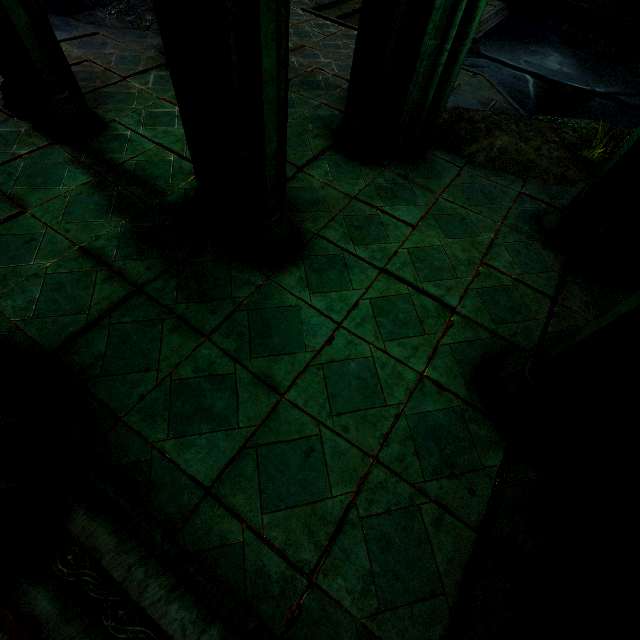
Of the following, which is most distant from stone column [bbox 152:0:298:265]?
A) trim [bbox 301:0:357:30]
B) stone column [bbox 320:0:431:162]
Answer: trim [bbox 301:0:357:30]

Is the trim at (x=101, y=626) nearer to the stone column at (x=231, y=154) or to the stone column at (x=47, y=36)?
the stone column at (x=231, y=154)

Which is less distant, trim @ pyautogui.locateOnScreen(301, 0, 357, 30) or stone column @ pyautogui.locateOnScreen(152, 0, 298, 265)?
stone column @ pyautogui.locateOnScreen(152, 0, 298, 265)

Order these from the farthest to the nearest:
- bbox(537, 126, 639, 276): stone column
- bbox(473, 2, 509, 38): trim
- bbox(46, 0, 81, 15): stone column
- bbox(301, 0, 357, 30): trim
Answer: bbox(473, 2, 509, 38): trim < bbox(301, 0, 357, 30): trim < bbox(46, 0, 81, 15): stone column < bbox(537, 126, 639, 276): stone column

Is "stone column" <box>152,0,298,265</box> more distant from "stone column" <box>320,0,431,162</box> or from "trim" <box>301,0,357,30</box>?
"trim" <box>301,0,357,30</box>

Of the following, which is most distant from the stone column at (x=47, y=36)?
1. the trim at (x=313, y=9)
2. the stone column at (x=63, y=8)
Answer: the trim at (x=313, y=9)

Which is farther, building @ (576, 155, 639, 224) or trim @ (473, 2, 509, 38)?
trim @ (473, 2, 509, 38)

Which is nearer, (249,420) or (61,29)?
(249,420)
